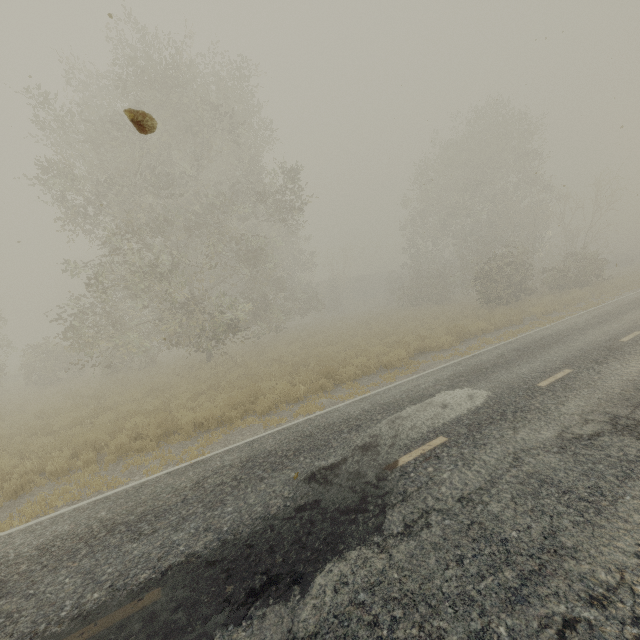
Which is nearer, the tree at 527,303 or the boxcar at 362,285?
the tree at 527,303

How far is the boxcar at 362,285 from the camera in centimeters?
5450cm

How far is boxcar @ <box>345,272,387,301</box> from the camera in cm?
5450

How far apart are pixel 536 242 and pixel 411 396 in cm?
2998

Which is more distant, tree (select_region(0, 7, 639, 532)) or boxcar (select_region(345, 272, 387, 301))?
boxcar (select_region(345, 272, 387, 301))
